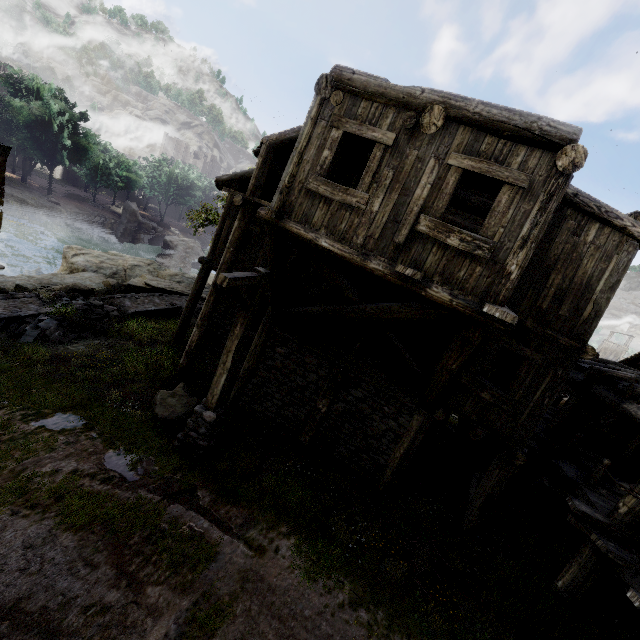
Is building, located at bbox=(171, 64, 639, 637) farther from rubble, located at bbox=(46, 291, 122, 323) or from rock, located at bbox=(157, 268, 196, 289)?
rubble, located at bbox=(46, 291, 122, 323)

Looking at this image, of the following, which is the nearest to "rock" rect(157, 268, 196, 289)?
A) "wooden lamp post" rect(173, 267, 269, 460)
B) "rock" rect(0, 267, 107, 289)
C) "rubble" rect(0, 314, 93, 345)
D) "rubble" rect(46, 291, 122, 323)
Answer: "rock" rect(0, 267, 107, 289)

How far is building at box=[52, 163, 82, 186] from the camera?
56.78m

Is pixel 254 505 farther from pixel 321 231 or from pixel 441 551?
pixel 321 231

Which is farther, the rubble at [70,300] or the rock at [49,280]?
the rock at [49,280]

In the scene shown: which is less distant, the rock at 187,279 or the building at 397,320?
the building at 397,320

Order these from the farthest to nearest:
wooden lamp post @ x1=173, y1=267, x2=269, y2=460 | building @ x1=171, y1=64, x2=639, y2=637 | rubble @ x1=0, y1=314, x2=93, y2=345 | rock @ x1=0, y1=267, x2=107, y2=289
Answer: rock @ x1=0, y1=267, x2=107, y2=289 < rubble @ x1=0, y1=314, x2=93, y2=345 < wooden lamp post @ x1=173, y1=267, x2=269, y2=460 < building @ x1=171, y1=64, x2=639, y2=637

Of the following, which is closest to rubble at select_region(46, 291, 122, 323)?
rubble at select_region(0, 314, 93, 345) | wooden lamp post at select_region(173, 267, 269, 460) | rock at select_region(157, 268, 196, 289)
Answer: rubble at select_region(0, 314, 93, 345)
